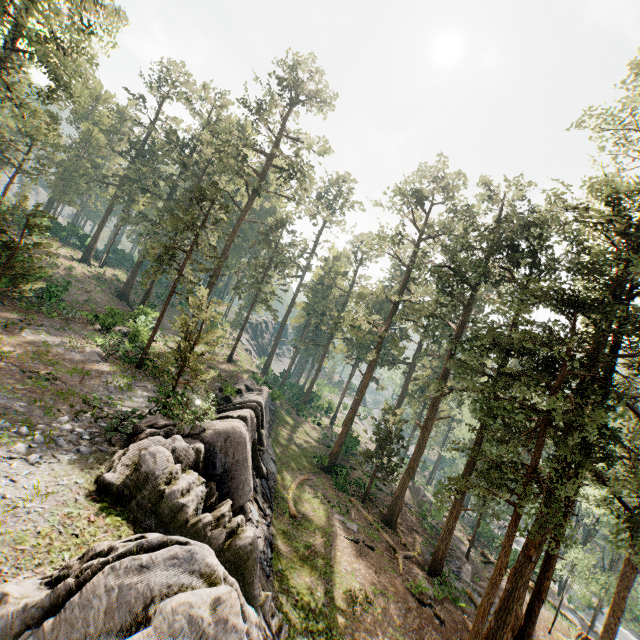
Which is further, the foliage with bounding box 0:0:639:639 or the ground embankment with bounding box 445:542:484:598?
the ground embankment with bounding box 445:542:484:598

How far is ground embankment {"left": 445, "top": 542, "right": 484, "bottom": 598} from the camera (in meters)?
23.18

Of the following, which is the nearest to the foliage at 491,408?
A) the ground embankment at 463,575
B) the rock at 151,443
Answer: the ground embankment at 463,575

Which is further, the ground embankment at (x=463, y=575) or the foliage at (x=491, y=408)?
the ground embankment at (x=463, y=575)

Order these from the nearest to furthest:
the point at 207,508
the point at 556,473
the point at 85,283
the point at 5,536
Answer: the point at 5,536
the point at 207,508
the point at 556,473
the point at 85,283

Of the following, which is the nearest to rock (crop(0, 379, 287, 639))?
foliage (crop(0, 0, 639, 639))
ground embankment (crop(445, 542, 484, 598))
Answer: foliage (crop(0, 0, 639, 639))

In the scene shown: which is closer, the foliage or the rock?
the rock
